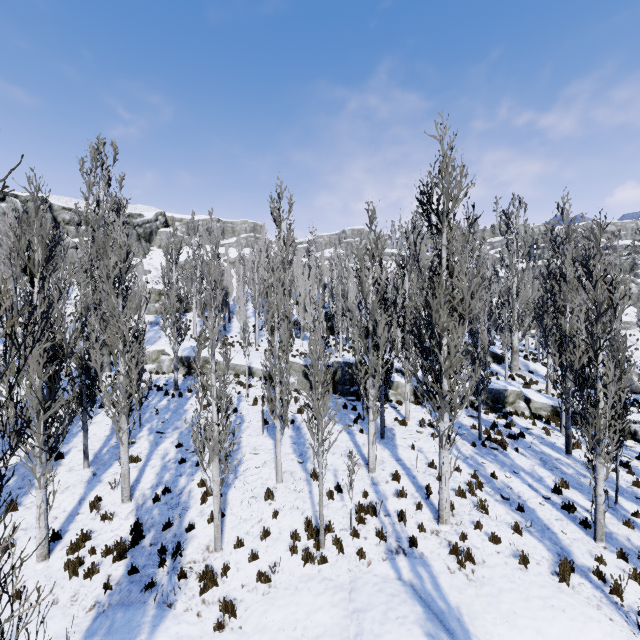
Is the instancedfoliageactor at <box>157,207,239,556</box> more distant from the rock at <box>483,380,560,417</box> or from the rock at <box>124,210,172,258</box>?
the rock at <box>124,210,172,258</box>

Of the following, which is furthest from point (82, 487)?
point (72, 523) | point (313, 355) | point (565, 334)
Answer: point (565, 334)

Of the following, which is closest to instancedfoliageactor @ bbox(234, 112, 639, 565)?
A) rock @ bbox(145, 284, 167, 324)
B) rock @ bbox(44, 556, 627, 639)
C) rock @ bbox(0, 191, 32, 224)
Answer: rock @ bbox(44, 556, 627, 639)

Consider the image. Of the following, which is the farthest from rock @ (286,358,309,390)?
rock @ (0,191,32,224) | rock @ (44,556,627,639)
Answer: rock @ (44,556,627,639)

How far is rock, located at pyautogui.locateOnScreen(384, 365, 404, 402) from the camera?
18.42m

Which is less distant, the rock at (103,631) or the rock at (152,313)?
the rock at (103,631)

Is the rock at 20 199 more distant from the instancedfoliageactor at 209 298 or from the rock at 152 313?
the rock at 152 313
